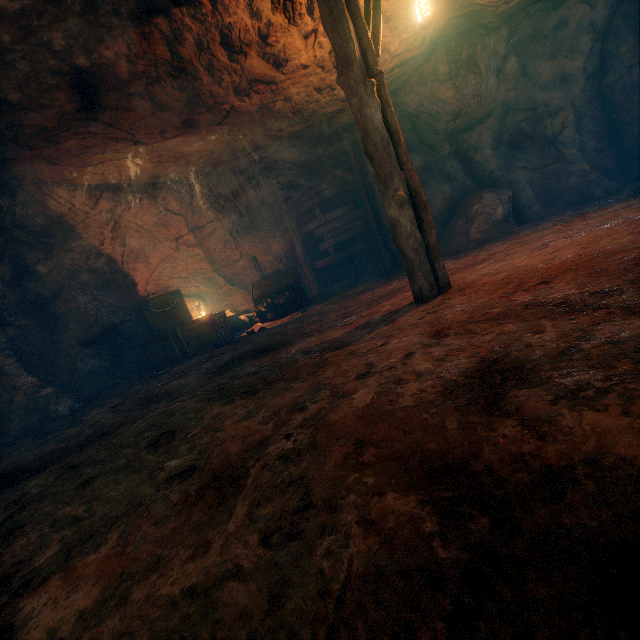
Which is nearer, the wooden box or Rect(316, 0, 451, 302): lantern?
Rect(316, 0, 451, 302): lantern

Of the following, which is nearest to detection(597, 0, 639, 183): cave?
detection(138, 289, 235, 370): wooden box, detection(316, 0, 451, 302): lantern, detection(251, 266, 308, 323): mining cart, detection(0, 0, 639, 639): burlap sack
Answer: detection(0, 0, 639, 639): burlap sack

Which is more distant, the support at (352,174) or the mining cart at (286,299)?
the support at (352,174)

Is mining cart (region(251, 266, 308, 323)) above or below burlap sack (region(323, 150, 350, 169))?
below

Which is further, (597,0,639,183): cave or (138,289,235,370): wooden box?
(597,0,639,183): cave

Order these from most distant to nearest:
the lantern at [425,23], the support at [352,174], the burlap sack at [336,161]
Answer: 1. the burlap sack at [336,161]
2. the support at [352,174]
3. the lantern at [425,23]

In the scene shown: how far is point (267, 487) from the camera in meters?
1.4

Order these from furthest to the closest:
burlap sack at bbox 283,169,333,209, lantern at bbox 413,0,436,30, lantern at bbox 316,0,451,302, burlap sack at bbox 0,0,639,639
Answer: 1. burlap sack at bbox 283,169,333,209
2. lantern at bbox 413,0,436,30
3. lantern at bbox 316,0,451,302
4. burlap sack at bbox 0,0,639,639
